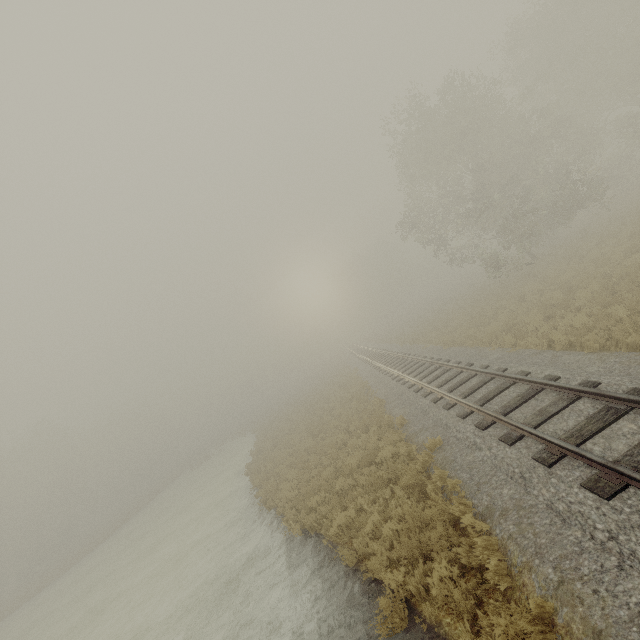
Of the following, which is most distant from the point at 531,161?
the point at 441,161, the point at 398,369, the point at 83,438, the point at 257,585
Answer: the point at 83,438
